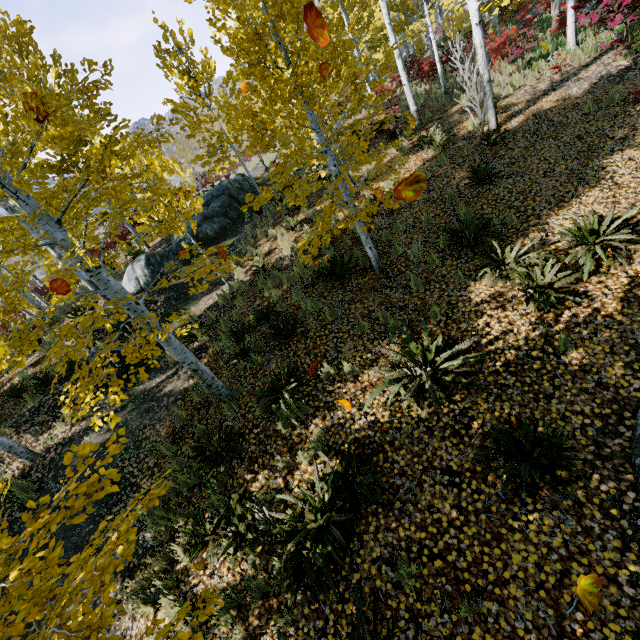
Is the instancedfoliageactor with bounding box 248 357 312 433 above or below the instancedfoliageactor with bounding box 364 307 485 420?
above

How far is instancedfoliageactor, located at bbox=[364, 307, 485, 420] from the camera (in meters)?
4.42

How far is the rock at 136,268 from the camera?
11.76m

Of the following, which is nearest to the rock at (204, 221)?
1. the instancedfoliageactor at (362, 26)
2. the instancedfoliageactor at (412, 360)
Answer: the instancedfoliageactor at (362, 26)

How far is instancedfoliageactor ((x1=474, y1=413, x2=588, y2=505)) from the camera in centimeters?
340cm

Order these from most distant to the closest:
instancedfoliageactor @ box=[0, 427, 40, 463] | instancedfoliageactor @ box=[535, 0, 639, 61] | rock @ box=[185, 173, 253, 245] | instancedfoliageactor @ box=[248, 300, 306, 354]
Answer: rock @ box=[185, 173, 253, 245]
instancedfoliageactor @ box=[535, 0, 639, 61]
instancedfoliageactor @ box=[0, 427, 40, 463]
instancedfoliageactor @ box=[248, 300, 306, 354]

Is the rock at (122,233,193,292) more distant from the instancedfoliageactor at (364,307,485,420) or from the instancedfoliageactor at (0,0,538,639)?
the instancedfoliageactor at (364,307,485,420)

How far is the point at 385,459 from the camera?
4.34m
